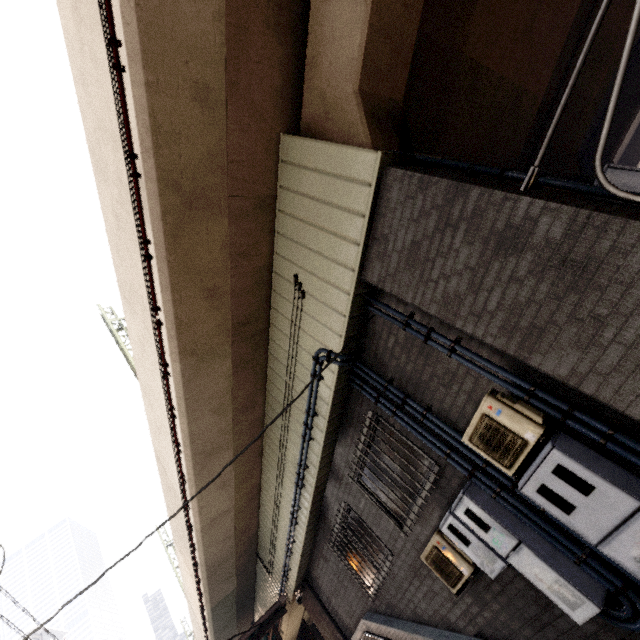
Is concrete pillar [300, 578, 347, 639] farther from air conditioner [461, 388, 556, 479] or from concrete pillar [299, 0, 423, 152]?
concrete pillar [299, 0, 423, 152]

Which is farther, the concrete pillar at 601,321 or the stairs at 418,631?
the stairs at 418,631

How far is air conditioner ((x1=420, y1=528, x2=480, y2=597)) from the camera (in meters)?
4.23

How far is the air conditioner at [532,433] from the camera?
3.13m

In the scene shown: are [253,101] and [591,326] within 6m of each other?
yes

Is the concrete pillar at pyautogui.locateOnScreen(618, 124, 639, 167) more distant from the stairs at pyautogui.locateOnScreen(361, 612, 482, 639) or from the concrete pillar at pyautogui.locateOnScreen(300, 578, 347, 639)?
the concrete pillar at pyautogui.locateOnScreen(300, 578, 347, 639)

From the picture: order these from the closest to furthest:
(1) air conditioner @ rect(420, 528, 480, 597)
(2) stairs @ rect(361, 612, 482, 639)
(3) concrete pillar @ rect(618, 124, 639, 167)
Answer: (1) air conditioner @ rect(420, 528, 480, 597) → (2) stairs @ rect(361, 612, 482, 639) → (3) concrete pillar @ rect(618, 124, 639, 167)
